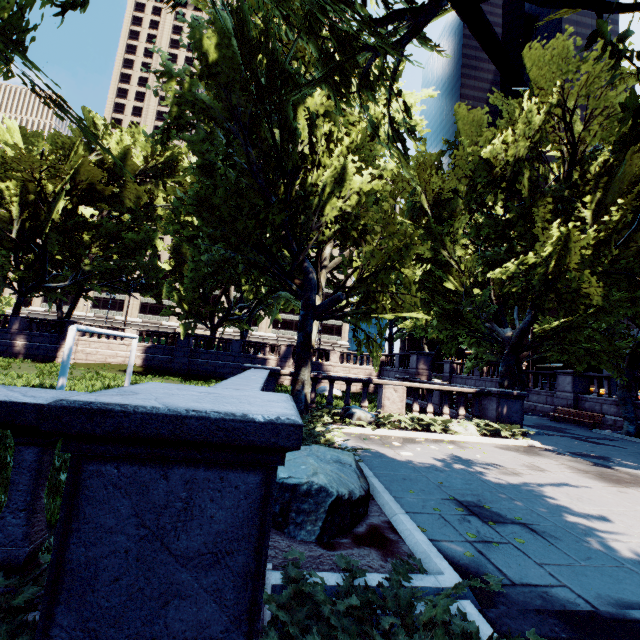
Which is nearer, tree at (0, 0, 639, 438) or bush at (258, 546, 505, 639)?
bush at (258, 546, 505, 639)

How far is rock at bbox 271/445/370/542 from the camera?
3.9m

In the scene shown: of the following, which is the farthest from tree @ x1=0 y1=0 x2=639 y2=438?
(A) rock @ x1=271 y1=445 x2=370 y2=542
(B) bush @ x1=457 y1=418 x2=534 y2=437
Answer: (A) rock @ x1=271 y1=445 x2=370 y2=542

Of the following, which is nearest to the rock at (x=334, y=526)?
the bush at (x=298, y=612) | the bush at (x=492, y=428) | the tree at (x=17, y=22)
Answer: the bush at (x=298, y=612)

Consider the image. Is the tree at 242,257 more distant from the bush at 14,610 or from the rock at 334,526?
the rock at 334,526

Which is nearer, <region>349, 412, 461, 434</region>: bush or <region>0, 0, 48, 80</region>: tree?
<region>0, 0, 48, 80</region>: tree

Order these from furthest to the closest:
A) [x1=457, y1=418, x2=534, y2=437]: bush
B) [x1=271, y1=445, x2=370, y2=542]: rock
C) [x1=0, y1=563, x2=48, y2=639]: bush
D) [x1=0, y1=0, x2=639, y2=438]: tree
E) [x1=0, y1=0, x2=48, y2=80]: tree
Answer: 1. [x1=457, y1=418, x2=534, y2=437]: bush
2. [x1=0, y1=0, x2=639, y2=438]: tree
3. [x1=0, y1=0, x2=48, y2=80]: tree
4. [x1=271, y1=445, x2=370, y2=542]: rock
5. [x1=0, y1=563, x2=48, y2=639]: bush

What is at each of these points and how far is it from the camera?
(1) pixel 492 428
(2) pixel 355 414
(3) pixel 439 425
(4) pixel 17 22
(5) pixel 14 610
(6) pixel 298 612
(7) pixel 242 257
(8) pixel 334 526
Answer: (1) bush, 12.1m
(2) rock, 11.5m
(3) bush, 12.1m
(4) tree, 6.5m
(5) bush, 2.0m
(6) bush, 2.3m
(7) tree, 13.2m
(8) rock, 3.9m
